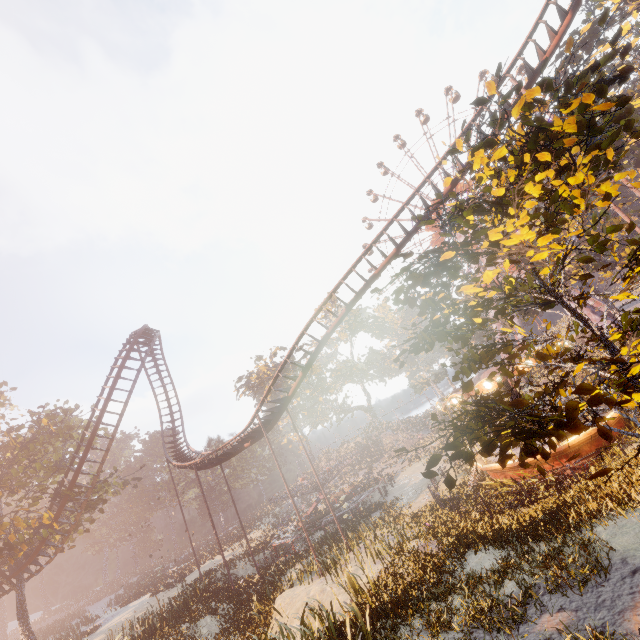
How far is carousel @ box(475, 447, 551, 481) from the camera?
14.54m

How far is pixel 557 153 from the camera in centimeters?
394cm

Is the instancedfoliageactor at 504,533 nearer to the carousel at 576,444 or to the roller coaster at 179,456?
the carousel at 576,444

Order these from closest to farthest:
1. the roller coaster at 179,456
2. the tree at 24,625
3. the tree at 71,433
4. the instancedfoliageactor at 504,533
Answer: the instancedfoliageactor at 504,533
the roller coaster at 179,456
the tree at 71,433
the tree at 24,625

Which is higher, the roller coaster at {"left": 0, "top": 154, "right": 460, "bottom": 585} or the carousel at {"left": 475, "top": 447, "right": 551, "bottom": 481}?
the roller coaster at {"left": 0, "top": 154, "right": 460, "bottom": 585}

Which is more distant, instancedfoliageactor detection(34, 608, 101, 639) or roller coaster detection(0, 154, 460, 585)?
instancedfoliageactor detection(34, 608, 101, 639)

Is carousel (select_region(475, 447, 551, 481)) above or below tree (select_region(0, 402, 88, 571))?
below

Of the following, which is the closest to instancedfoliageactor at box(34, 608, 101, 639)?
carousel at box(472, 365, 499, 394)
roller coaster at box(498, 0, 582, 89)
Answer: roller coaster at box(498, 0, 582, 89)
